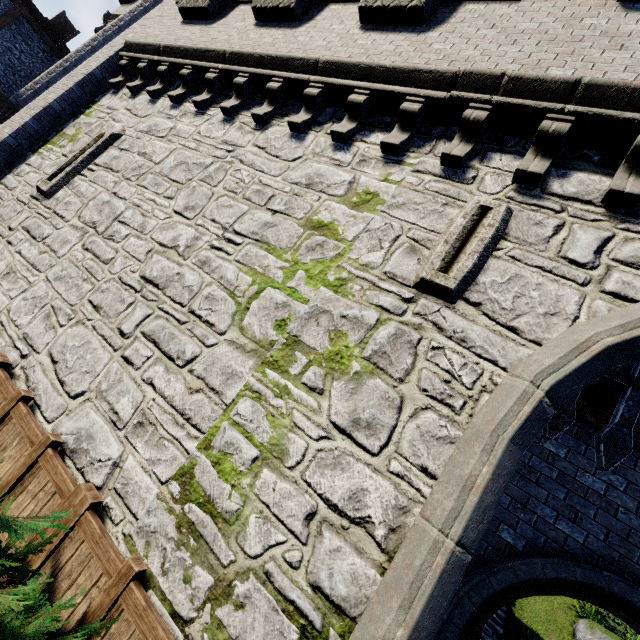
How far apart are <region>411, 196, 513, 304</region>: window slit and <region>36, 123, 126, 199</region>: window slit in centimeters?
794cm

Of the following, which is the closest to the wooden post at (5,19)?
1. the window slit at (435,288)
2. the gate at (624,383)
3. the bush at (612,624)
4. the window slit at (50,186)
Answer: the window slit at (50,186)

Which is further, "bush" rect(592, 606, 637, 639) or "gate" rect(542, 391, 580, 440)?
"bush" rect(592, 606, 637, 639)

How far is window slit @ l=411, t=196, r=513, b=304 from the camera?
3.66m

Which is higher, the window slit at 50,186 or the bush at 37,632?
the window slit at 50,186

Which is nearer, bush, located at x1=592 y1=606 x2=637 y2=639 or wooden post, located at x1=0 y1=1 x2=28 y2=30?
bush, located at x1=592 y1=606 x2=637 y2=639

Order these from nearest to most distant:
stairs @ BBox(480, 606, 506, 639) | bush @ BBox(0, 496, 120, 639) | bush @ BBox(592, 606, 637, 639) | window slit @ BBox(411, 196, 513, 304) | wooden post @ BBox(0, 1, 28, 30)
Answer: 1. bush @ BBox(0, 496, 120, 639)
2. window slit @ BBox(411, 196, 513, 304)
3. stairs @ BBox(480, 606, 506, 639)
4. bush @ BBox(592, 606, 637, 639)
5. wooden post @ BBox(0, 1, 28, 30)

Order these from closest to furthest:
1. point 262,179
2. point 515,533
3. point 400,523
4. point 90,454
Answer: point 400,523
point 90,454
point 515,533
point 262,179
